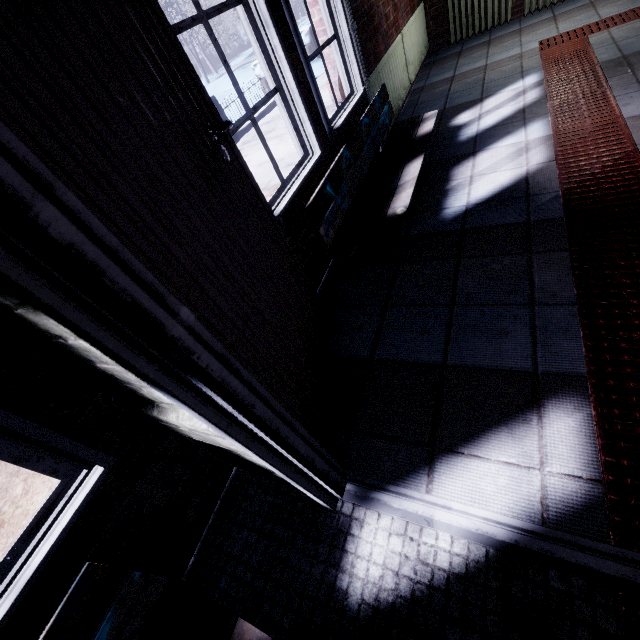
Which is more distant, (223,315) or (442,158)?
(442,158)

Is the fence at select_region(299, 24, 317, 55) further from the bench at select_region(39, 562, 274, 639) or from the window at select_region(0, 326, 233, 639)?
the bench at select_region(39, 562, 274, 639)

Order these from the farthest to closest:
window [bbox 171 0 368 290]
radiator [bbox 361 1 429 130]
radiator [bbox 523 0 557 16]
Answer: radiator [bbox 523 0 557 16] → radiator [bbox 361 1 429 130] → window [bbox 171 0 368 290]

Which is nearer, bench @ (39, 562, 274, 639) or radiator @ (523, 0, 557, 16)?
bench @ (39, 562, 274, 639)

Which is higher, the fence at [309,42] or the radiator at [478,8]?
the fence at [309,42]

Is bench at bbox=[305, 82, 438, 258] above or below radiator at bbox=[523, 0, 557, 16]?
→ above

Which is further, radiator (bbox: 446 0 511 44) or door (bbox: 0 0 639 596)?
radiator (bbox: 446 0 511 44)

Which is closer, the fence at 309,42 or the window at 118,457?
the window at 118,457
